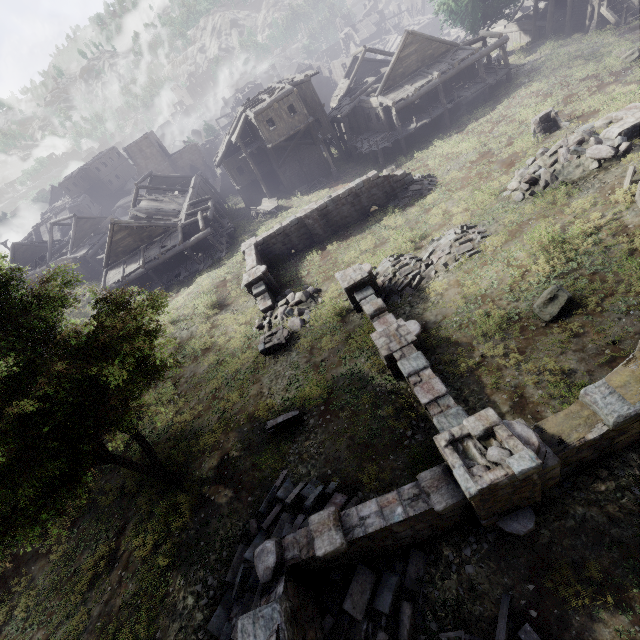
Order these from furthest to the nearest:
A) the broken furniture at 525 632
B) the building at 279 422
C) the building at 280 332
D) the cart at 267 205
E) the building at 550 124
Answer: the cart at 267 205, the building at 550 124, the building at 280 332, the building at 279 422, the broken furniture at 525 632

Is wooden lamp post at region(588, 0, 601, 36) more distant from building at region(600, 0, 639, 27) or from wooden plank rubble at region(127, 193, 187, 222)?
wooden plank rubble at region(127, 193, 187, 222)

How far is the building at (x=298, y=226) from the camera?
19.5 meters

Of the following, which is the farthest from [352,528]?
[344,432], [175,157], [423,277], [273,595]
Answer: [175,157]

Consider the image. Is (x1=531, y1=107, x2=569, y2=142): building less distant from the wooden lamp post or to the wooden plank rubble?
the wooden lamp post

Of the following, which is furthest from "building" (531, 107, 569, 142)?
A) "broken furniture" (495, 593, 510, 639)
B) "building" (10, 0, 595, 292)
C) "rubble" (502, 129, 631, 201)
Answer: "broken furniture" (495, 593, 510, 639)

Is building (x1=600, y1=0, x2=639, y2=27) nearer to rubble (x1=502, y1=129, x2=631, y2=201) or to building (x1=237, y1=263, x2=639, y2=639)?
building (x1=237, y1=263, x2=639, y2=639)

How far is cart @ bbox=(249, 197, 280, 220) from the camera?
32.53m
